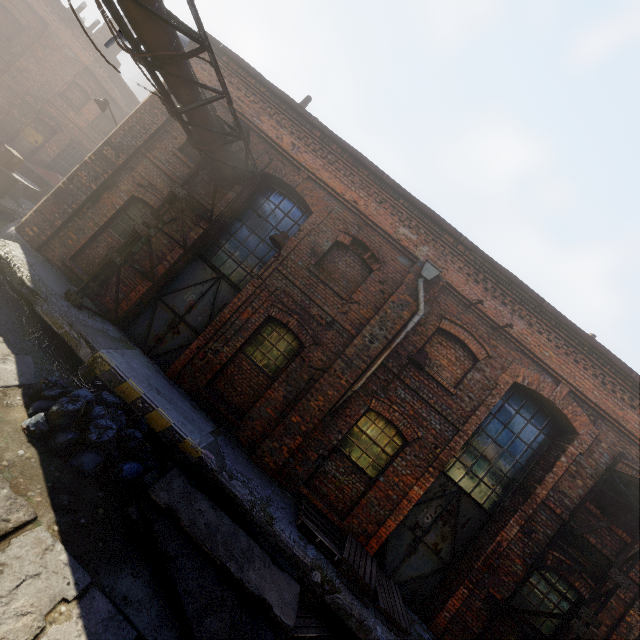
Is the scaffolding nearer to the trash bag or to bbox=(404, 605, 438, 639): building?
bbox=(404, 605, 438, 639): building

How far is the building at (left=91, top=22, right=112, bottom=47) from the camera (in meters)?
18.98

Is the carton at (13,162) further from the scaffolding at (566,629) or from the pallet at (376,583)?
the scaffolding at (566,629)

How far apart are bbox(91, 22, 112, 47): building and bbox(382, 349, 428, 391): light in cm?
2583

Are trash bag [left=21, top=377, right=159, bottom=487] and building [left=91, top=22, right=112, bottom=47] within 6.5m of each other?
no

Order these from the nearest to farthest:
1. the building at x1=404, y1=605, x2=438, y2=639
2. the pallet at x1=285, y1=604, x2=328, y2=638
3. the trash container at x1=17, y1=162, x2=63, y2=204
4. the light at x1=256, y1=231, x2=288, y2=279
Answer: the pallet at x1=285, y1=604, x2=328, y2=638
the building at x1=404, y1=605, x2=438, y2=639
the light at x1=256, y1=231, x2=288, y2=279
the trash container at x1=17, y1=162, x2=63, y2=204

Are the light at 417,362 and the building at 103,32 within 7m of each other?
no

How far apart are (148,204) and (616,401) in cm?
1290
